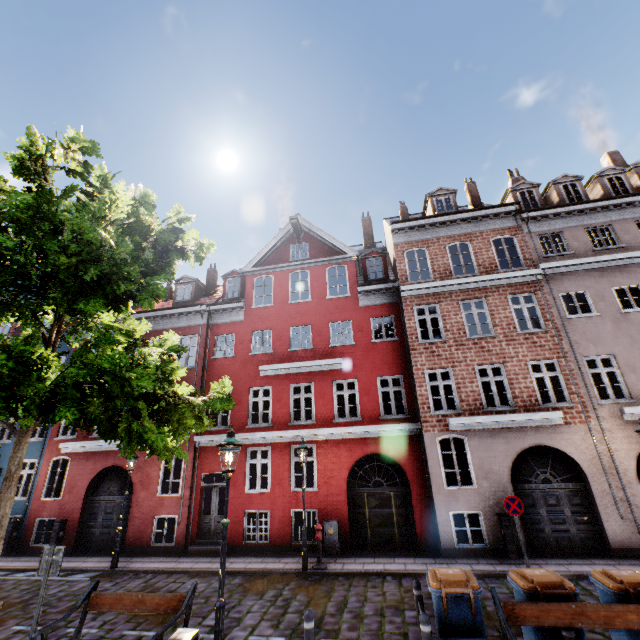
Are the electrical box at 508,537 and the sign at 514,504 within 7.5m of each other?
yes

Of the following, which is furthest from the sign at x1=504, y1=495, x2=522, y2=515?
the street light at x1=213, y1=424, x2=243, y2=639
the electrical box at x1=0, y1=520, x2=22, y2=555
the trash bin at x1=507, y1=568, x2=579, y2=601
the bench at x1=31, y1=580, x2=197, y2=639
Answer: the electrical box at x1=0, y1=520, x2=22, y2=555

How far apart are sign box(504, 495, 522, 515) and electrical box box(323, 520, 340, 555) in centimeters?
575cm

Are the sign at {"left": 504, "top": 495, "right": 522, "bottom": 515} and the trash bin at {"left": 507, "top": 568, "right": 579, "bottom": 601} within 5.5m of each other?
yes

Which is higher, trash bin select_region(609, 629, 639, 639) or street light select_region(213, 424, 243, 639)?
street light select_region(213, 424, 243, 639)

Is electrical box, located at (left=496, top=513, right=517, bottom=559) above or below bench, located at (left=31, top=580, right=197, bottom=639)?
below

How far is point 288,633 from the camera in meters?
6.9

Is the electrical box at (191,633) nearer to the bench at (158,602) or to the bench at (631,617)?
the bench at (158,602)
